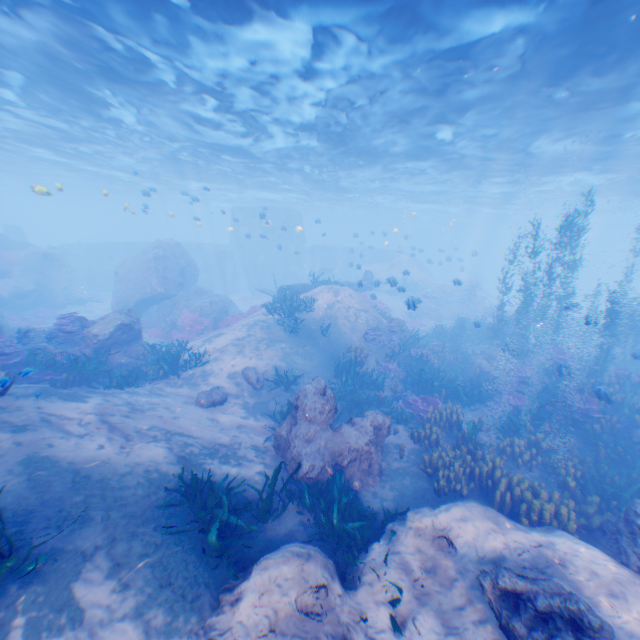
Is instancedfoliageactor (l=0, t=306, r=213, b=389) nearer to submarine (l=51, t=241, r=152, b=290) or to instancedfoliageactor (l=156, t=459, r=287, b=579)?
submarine (l=51, t=241, r=152, b=290)

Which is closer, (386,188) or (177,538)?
(177,538)

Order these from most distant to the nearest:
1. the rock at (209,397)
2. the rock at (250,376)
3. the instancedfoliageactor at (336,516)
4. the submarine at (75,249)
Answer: the submarine at (75,249)
the rock at (250,376)
the rock at (209,397)
the instancedfoliageactor at (336,516)

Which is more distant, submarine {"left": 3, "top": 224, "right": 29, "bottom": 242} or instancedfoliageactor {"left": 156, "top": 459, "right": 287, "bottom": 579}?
submarine {"left": 3, "top": 224, "right": 29, "bottom": 242}

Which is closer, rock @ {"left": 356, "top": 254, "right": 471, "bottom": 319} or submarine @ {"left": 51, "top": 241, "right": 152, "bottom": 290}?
rock @ {"left": 356, "top": 254, "right": 471, "bottom": 319}

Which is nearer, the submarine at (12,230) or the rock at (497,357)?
the rock at (497,357)

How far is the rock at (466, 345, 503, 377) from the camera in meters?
15.7

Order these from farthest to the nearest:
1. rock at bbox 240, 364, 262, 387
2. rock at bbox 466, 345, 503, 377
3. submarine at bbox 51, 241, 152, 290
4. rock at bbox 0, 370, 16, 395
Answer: submarine at bbox 51, 241, 152, 290 → rock at bbox 466, 345, 503, 377 → rock at bbox 240, 364, 262, 387 → rock at bbox 0, 370, 16, 395
